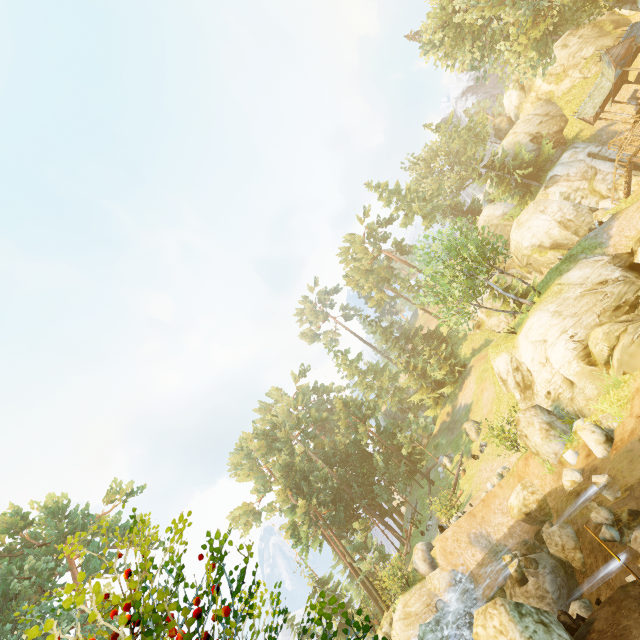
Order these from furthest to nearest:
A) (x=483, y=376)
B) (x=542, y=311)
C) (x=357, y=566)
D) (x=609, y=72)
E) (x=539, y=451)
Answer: (x=483, y=376) < (x=357, y=566) < (x=609, y=72) < (x=542, y=311) < (x=539, y=451)

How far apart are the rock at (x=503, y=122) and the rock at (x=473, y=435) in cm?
5368

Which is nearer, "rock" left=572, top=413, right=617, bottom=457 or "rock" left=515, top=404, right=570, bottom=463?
"rock" left=572, top=413, right=617, bottom=457

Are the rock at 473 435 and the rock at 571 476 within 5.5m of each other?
no

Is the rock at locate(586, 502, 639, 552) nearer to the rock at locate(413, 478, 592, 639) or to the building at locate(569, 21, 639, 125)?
the rock at locate(413, 478, 592, 639)

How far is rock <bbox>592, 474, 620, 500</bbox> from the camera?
11.2m

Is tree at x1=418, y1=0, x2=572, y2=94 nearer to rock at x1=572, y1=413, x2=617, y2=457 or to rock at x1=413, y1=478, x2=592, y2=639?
rock at x1=572, y1=413, x2=617, y2=457

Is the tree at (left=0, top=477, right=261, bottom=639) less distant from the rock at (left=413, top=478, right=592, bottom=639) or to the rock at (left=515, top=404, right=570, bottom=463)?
the rock at (left=515, top=404, right=570, bottom=463)
